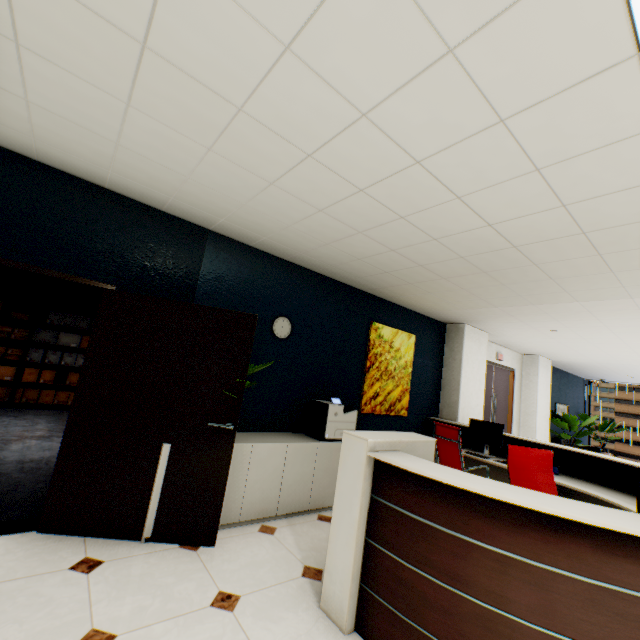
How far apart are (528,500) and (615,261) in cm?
252

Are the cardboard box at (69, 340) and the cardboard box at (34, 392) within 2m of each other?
yes

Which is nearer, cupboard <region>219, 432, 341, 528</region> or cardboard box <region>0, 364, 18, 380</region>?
cupboard <region>219, 432, 341, 528</region>

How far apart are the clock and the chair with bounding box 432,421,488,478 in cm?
246

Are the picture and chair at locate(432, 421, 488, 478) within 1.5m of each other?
yes

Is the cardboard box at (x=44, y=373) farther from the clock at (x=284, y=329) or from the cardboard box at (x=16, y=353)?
the clock at (x=284, y=329)

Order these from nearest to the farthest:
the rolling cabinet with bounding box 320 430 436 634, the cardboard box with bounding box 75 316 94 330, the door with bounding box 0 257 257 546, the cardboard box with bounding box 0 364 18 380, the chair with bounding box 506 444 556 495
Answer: the rolling cabinet with bounding box 320 430 436 634
the door with bounding box 0 257 257 546
the chair with bounding box 506 444 556 495
the cardboard box with bounding box 0 364 18 380
the cardboard box with bounding box 75 316 94 330

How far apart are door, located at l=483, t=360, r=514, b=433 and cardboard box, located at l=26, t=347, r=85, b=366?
8.7 meters
